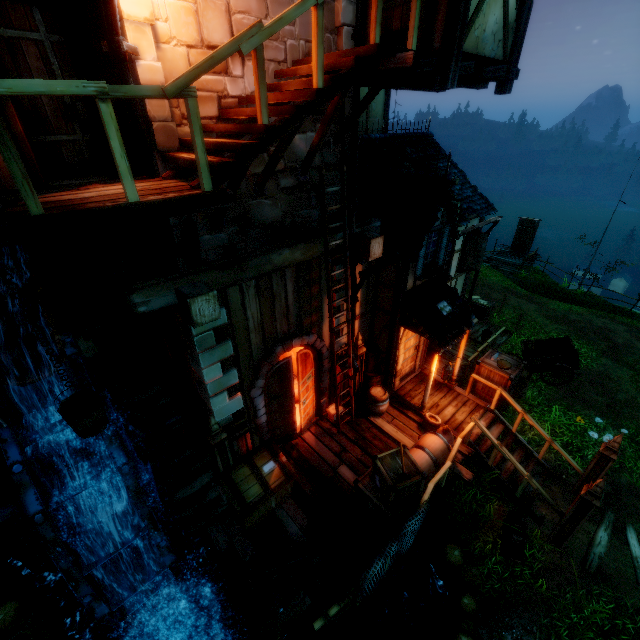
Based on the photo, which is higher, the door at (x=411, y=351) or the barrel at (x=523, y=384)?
the door at (x=411, y=351)

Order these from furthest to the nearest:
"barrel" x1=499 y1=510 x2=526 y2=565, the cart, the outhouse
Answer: the outhouse, the cart, "barrel" x1=499 y1=510 x2=526 y2=565

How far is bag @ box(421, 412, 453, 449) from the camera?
8.5 meters

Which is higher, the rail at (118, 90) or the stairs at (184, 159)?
the rail at (118, 90)

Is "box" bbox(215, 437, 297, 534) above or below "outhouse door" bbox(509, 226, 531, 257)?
above

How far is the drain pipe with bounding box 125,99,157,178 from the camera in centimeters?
391cm

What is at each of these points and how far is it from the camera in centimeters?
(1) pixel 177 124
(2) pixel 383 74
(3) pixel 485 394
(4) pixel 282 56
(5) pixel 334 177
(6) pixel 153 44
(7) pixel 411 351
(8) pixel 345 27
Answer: (1) tower, 448cm
(2) wooden platform, 474cm
(3) box, 1005cm
(4) tower, 509cm
(5) tower, 666cm
(6) tower, 392cm
(7) door, 1036cm
(8) tower, 546cm

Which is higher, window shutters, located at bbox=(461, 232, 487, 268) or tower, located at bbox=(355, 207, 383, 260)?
tower, located at bbox=(355, 207, 383, 260)
